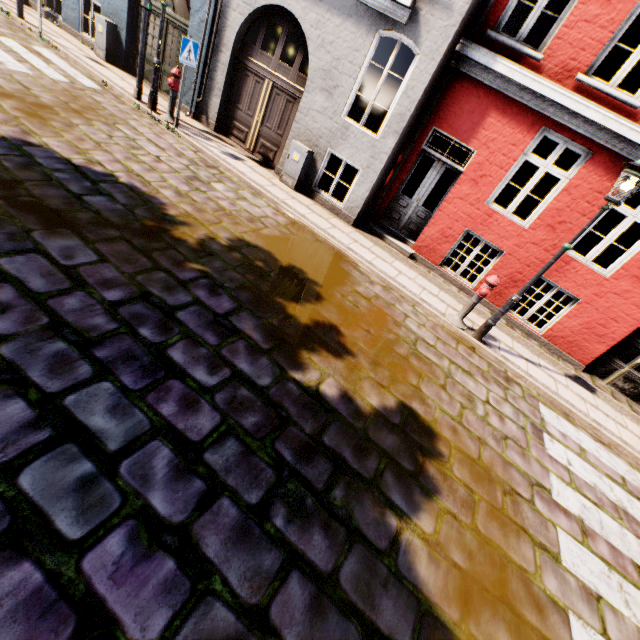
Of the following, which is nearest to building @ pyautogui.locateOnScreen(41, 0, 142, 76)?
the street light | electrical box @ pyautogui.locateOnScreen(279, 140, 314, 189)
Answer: electrical box @ pyautogui.locateOnScreen(279, 140, 314, 189)

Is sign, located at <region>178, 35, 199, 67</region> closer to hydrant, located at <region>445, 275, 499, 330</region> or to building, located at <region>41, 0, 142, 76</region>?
Result: building, located at <region>41, 0, 142, 76</region>

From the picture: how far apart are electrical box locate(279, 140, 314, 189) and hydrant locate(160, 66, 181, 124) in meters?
3.0

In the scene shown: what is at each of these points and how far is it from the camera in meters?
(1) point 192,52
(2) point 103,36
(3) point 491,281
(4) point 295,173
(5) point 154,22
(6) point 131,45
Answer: (1) sign, 7.4
(2) electrical box, 9.9
(3) hydrant, 6.1
(4) electrical box, 8.5
(5) building, 9.5
(6) building, 10.1

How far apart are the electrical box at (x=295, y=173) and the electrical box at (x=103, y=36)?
7.25m

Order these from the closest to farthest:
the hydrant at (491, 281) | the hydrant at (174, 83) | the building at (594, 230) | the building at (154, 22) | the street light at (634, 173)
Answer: the street light at (634, 173) → the hydrant at (491, 281) → the building at (594, 230) → the hydrant at (174, 83) → the building at (154, 22)

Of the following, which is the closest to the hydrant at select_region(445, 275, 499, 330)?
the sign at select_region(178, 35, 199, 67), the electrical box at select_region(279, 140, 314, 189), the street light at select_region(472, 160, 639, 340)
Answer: the street light at select_region(472, 160, 639, 340)

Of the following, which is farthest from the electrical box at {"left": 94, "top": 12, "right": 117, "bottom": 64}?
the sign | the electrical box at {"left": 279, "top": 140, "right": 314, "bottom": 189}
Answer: the electrical box at {"left": 279, "top": 140, "right": 314, "bottom": 189}
